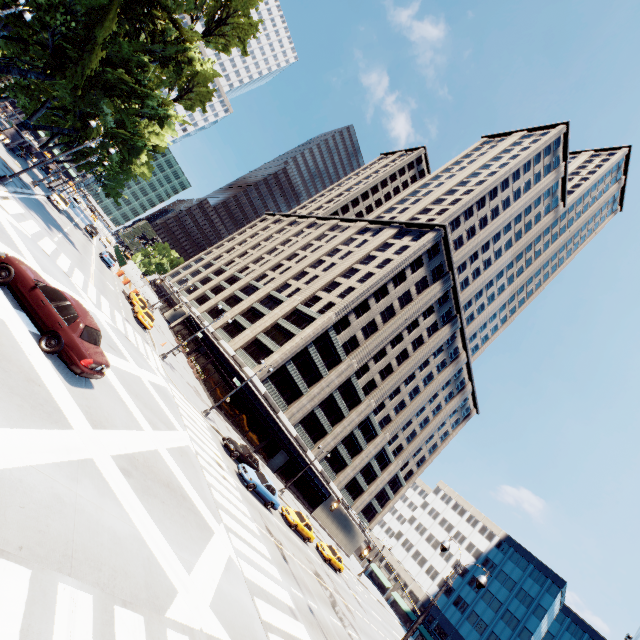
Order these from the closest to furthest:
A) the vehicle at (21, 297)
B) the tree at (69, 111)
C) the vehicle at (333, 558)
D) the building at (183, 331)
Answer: the vehicle at (21, 297) < the tree at (69, 111) < the vehicle at (333, 558) < the building at (183, 331)

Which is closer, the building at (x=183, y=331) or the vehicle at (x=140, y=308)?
the vehicle at (x=140, y=308)

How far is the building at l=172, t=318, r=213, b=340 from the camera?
56.6 meters

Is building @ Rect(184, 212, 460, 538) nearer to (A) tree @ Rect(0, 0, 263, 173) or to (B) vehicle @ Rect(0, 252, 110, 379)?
(A) tree @ Rect(0, 0, 263, 173)

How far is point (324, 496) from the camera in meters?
55.3

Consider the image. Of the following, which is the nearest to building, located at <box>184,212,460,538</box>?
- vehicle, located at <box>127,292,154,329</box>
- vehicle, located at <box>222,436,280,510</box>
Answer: vehicle, located at <box>127,292,154,329</box>

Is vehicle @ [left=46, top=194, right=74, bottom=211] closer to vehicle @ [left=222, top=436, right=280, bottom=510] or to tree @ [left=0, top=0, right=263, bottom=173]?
tree @ [left=0, top=0, right=263, bottom=173]

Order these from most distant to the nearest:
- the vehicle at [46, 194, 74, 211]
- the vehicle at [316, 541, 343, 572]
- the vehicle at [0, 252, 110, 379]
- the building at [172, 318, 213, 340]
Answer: the building at [172, 318, 213, 340] < the vehicle at [46, 194, 74, 211] < the vehicle at [316, 541, 343, 572] < the vehicle at [0, 252, 110, 379]
